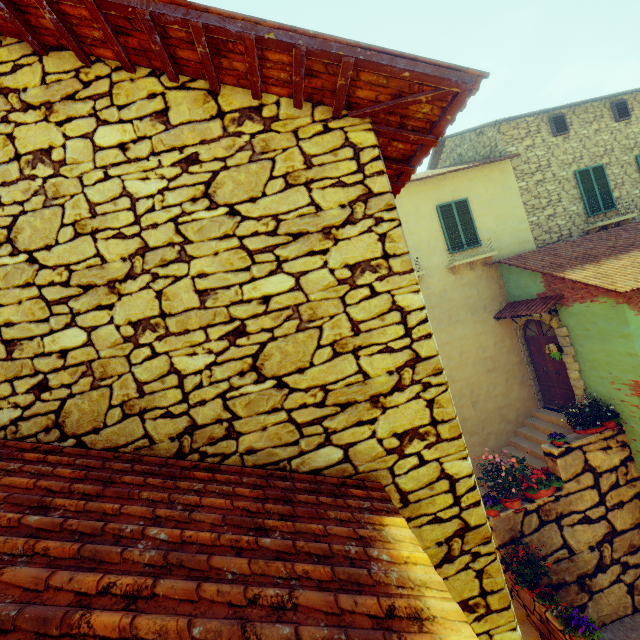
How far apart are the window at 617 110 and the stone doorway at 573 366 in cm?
795

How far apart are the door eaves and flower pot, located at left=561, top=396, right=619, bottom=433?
2.4m

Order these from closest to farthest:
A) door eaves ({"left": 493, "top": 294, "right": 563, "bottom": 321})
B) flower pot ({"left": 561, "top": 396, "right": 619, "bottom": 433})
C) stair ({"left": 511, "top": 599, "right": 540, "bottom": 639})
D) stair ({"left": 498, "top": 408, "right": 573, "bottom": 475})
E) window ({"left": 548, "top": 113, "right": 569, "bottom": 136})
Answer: stair ({"left": 511, "top": 599, "right": 540, "bottom": 639})
flower pot ({"left": 561, "top": 396, "right": 619, "bottom": 433})
door eaves ({"left": 493, "top": 294, "right": 563, "bottom": 321})
stair ({"left": 498, "top": 408, "right": 573, "bottom": 475})
window ({"left": 548, "top": 113, "right": 569, "bottom": 136})

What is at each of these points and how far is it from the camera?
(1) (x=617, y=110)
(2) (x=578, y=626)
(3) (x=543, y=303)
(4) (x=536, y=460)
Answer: (1) window, 11.3 meters
(2) flower pot, 5.6 meters
(3) door eaves, 8.9 meters
(4) stair, 9.2 meters

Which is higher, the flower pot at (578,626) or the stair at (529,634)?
the flower pot at (578,626)

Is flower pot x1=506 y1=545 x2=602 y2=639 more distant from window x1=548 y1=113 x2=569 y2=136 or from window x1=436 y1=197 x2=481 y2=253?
window x1=548 y1=113 x2=569 y2=136

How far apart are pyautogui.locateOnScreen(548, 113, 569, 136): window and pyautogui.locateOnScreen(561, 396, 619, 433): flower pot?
9.13m

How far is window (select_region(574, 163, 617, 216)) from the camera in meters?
11.0
